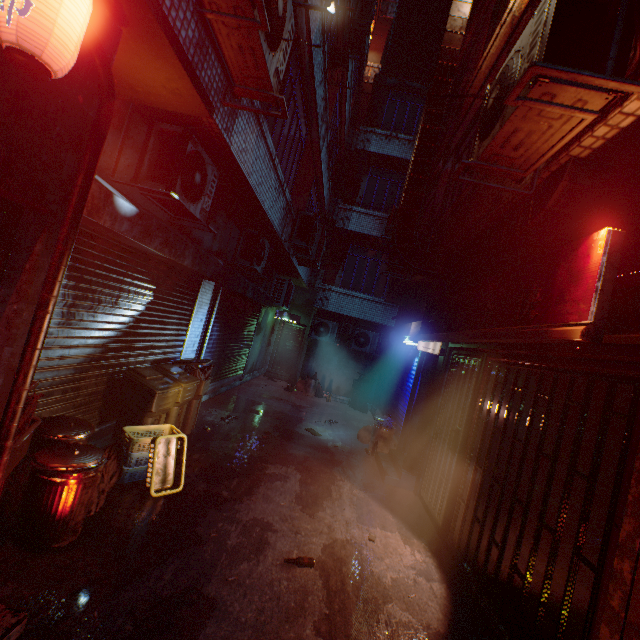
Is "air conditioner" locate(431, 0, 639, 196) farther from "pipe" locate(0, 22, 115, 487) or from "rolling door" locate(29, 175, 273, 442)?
"rolling door" locate(29, 175, 273, 442)

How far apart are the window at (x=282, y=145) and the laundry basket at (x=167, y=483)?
4.21m

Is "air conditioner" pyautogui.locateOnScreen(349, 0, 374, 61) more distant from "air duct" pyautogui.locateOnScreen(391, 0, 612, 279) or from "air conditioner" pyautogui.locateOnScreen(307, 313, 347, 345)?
"air conditioner" pyautogui.locateOnScreen(307, 313, 347, 345)

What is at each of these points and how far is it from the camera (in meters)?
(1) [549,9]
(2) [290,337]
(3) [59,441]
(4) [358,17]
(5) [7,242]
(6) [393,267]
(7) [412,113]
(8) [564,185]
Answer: (1) air conditioner, 1.76
(2) door, 13.34
(3) trash can, 2.86
(4) air conditioner, 8.09
(5) door, 1.82
(6) air conditioner, 6.55
(7) window, 11.78
(8) air duct, 2.42

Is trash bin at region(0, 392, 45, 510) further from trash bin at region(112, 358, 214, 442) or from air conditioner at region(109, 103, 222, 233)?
air conditioner at region(109, 103, 222, 233)

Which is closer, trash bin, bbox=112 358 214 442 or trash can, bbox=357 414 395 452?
trash bin, bbox=112 358 214 442

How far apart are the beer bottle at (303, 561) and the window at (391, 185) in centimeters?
1084cm

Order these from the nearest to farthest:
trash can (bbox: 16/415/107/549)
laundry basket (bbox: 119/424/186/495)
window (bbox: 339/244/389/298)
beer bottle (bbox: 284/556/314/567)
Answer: trash can (bbox: 16/415/107/549), beer bottle (bbox: 284/556/314/567), laundry basket (bbox: 119/424/186/495), window (bbox: 339/244/389/298)
